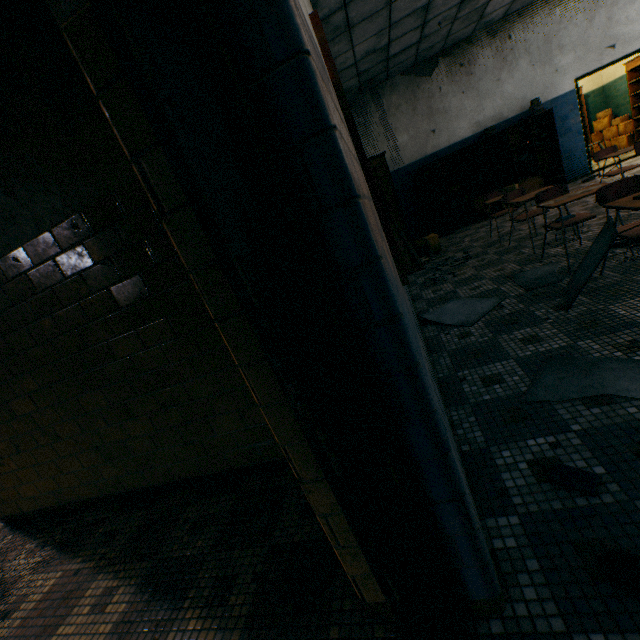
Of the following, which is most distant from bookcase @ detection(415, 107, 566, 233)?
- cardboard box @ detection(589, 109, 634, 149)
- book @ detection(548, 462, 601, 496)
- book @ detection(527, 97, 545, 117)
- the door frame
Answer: the door frame

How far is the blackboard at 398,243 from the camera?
1.4m

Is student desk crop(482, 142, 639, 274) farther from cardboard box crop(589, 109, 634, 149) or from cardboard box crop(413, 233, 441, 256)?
cardboard box crop(589, 109, 634, 149)

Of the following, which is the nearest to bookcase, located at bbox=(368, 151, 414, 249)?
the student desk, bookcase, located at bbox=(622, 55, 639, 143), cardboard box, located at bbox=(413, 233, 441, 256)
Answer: cardboard box, located at bbox=(413, 233, 441, 256)

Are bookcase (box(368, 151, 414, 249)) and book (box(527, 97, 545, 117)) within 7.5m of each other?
yes

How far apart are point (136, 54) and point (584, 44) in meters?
10.6

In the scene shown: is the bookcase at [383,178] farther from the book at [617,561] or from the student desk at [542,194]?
the book at [617,561]

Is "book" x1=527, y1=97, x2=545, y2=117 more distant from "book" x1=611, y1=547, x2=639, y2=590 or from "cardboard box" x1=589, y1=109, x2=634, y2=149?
"book" x1=611, y1=547, x2=639, y2=590
